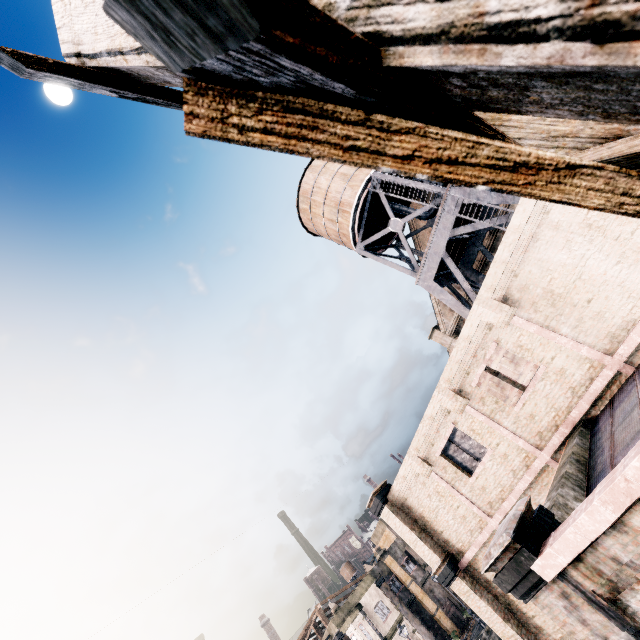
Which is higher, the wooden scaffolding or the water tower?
the water tower

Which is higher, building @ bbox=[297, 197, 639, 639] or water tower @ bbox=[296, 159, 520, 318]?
water tower @ bbox=[296, 159, 520, 318]

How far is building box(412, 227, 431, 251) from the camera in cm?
2738

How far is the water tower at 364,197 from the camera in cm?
1780

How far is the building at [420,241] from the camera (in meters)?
27.38

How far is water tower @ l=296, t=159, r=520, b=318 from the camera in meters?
17.8

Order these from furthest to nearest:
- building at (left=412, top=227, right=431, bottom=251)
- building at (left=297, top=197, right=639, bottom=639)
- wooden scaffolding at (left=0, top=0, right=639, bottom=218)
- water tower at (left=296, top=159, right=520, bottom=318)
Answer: building at (left=412, top=227, right=431, bottom=251) → water tower at (left=296, top=159, right=520, bottom=318) → building at (left=297, top=197, right=639, bottom=639) → wooden scaffolding at (left=0, top=0, right=639, bottom=218)

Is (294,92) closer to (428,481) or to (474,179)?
(474,179)
